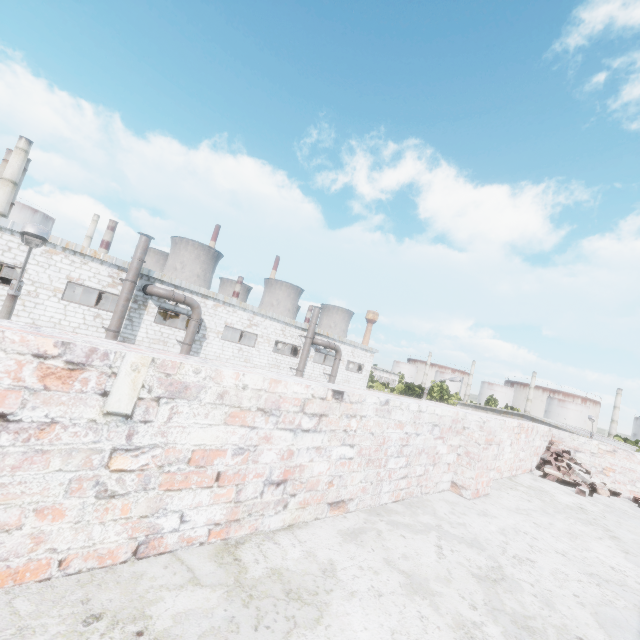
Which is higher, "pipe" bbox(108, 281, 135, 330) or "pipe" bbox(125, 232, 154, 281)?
"pipe" bbox(125, 232, 154, 281)

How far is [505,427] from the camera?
4.3m

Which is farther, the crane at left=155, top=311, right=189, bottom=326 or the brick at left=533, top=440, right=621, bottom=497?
the crane at left=155, top=311, right=189, bottom=326

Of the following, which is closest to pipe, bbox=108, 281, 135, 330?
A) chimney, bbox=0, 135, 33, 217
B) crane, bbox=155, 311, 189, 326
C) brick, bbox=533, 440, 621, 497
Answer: crane, bbox=155, 311, 189, 326

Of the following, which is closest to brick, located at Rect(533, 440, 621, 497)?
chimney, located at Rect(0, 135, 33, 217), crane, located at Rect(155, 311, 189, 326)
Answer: crane, located at Rect(155, 311, 189, 326)

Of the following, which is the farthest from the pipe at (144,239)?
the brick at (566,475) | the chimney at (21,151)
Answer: the chimney at (21,151)

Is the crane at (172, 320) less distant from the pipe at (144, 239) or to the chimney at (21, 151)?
the pipe at (144, 239)

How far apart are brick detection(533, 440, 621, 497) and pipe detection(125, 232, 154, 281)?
18.5m
